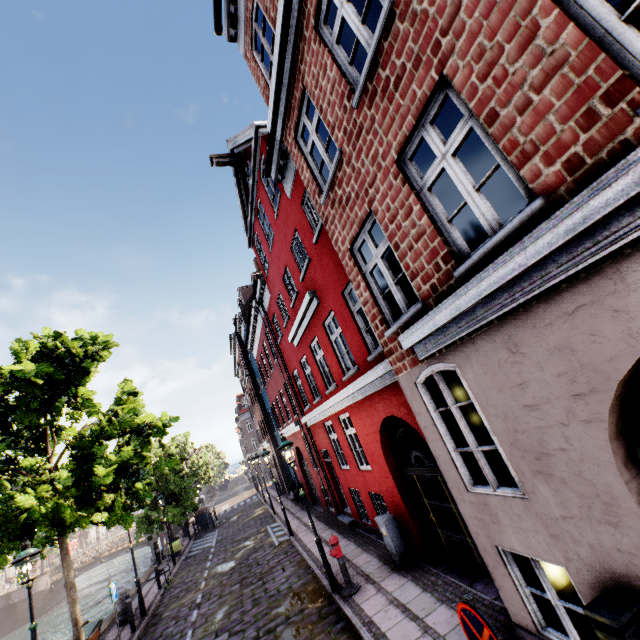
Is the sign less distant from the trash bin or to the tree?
the tree

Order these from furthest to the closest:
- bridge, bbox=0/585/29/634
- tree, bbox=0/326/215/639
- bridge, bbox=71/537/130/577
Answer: bridge, bbox=71/537/130/577, bridge, bbox=0/585/29/634, tree, bbox=0/326/215/639

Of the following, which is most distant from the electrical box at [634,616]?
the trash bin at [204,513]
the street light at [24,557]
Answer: the trash bin at [204,513]

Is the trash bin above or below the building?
below

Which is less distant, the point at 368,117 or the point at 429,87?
the point at 429,87

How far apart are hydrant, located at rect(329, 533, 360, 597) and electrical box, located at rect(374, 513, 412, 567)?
1.0 meters

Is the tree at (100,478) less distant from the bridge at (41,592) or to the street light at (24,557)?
the street light at (24,557)

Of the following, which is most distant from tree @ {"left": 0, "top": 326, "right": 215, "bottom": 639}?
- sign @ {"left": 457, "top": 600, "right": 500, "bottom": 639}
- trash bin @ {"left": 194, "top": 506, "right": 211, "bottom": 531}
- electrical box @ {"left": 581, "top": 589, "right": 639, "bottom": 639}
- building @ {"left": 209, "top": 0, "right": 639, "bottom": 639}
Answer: electrical box @ {"left": 581, "top": 589, "right": 639, "bottom": 639}
